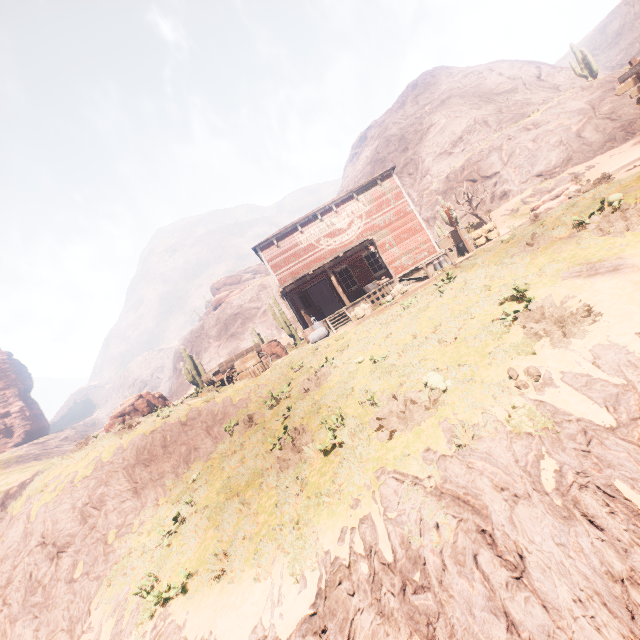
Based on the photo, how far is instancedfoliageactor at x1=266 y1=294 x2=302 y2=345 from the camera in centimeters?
2642cm

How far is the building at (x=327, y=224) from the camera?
18.5m

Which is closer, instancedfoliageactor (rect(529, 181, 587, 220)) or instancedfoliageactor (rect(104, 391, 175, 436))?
instancedfoliageactor (rect(529, 181, 587, 220))

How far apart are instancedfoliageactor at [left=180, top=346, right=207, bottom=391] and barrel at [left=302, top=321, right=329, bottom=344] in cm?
1152

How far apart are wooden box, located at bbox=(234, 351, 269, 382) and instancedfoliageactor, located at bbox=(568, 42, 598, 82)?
38.5m

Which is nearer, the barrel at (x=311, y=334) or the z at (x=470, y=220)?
the barrel at (x=311, y=334)

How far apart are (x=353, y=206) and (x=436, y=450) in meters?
17.8

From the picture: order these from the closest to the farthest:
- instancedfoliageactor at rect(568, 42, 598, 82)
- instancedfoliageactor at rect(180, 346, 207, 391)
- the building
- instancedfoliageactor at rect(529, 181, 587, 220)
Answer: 1. instancedfoliageactor at rect(529, 181, 587, 220)
2. the building
3. instancedfoliageactor at rect(180, 346, 207, 391)
4. instancedfoliageactor at rect(568, 42, 598, 82)
